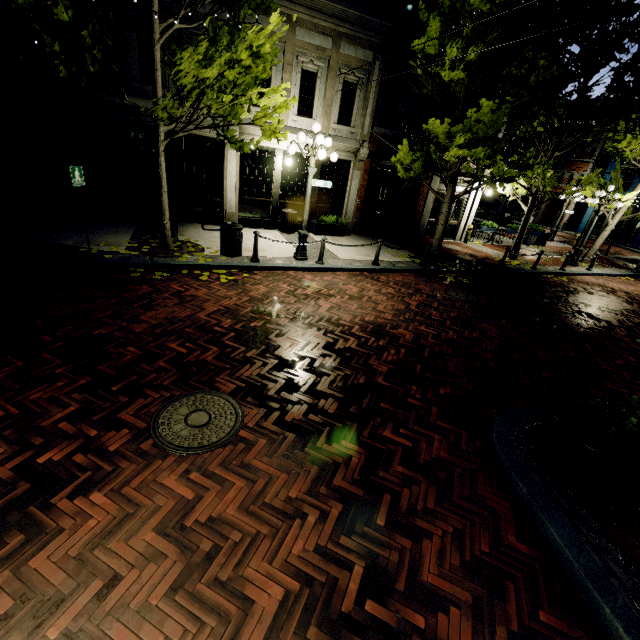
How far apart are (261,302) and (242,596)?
A: 5.35m

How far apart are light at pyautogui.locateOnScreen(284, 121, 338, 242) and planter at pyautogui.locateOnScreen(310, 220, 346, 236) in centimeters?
348cm

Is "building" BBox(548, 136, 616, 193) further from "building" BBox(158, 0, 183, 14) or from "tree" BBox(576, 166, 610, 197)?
"building" BBox(158, 0, 183, 14)

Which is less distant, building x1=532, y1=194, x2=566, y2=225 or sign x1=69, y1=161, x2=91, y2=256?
sign x1=69, y1=161, x2=91, y2=256

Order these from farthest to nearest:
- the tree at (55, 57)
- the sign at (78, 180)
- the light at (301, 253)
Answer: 1. the light at (301, 253)
2. the sign at (78, 180)
3. the tree at (55, 57)

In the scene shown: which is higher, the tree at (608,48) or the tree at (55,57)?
the tree at (608,48)

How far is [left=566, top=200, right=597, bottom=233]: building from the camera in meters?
31.7

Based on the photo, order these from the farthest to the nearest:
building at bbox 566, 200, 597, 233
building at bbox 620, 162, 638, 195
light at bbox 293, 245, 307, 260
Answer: building at bbox 566, 200, 597, 233 < building at bbox 620, 162, 638, 195 < light at bbox 293, 245, 307, 260
